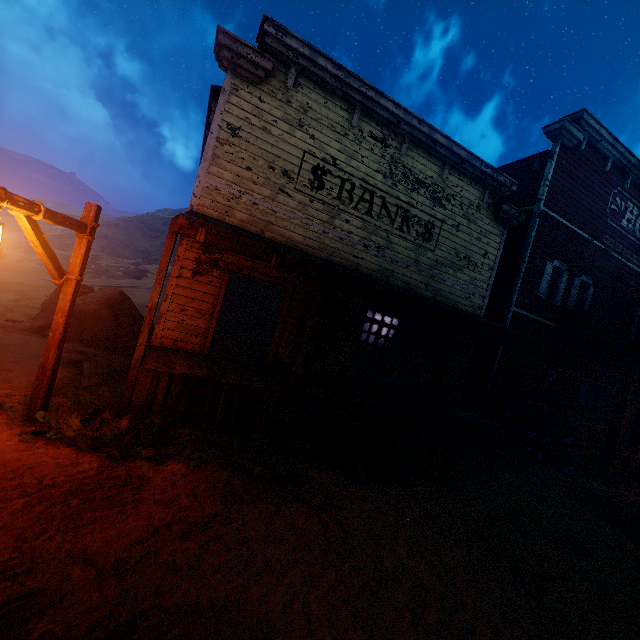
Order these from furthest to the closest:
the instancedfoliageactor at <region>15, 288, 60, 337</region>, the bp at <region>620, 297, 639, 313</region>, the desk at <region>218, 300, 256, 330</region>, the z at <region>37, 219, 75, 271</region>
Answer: the z at <region>37, 219, 75, 271</region> < the desk at <region>218, 300, 256, 330</region> < the bp at <region>620, 297, 639, 313</region> < the instancedfoliageactor at <region>15, 288, 60, 337</region>

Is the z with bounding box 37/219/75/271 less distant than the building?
No

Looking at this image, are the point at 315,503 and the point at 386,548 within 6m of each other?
yes

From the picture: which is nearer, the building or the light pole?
the light pole

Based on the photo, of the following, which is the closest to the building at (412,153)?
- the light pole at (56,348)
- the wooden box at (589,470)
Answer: the wooden box at (589,470)

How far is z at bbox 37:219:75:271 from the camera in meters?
32.1 m

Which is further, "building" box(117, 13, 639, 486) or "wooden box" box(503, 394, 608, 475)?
"wooden box" box(503, 394, 608, 475)

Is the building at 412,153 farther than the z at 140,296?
No
